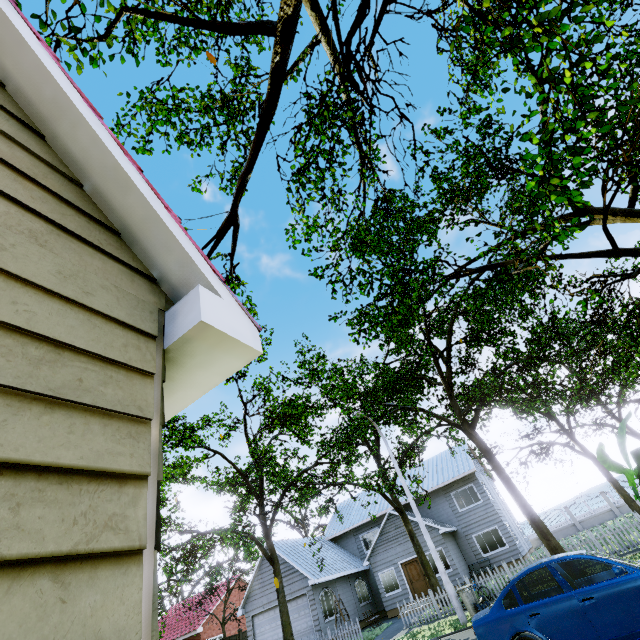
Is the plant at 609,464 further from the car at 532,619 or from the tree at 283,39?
the tree at 283,39

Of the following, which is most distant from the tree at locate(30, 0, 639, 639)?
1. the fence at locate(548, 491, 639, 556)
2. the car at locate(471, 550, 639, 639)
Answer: the car at locate(471, 550, 639, 639)

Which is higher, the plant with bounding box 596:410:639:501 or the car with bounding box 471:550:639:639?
the plant with bounding box 596:410:639:501

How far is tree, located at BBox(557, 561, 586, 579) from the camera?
11.7 meters

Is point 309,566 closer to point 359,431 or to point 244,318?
point 359,431

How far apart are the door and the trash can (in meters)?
11.06

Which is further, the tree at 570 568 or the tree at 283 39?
the tree at 570 568

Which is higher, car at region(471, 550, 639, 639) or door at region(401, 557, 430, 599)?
door at region(401, 557, 430, 599)
